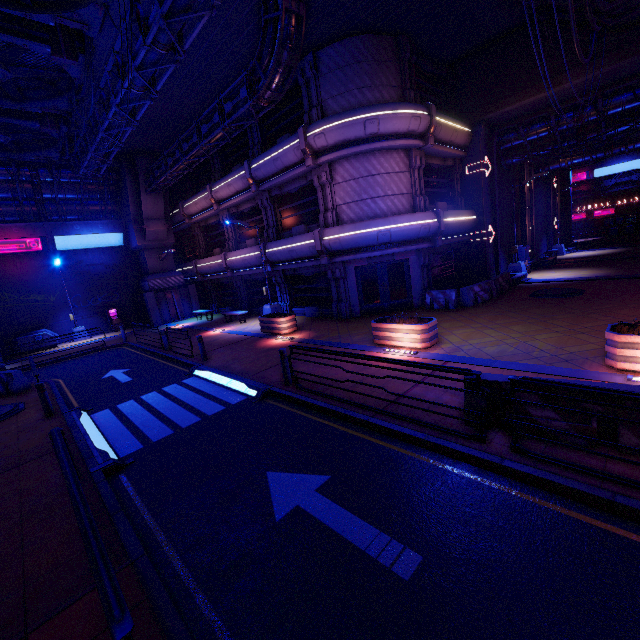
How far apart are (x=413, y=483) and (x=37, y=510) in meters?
6.3

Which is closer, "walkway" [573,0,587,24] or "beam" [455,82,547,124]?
"walkway" [573,0,587,24]

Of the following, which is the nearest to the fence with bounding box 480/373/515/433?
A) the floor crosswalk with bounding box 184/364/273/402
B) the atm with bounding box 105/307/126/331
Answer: the floor crosswalk with bounding box 184/364/273/402

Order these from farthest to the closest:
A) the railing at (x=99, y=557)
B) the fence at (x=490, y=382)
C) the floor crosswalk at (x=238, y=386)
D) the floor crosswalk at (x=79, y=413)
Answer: the floor crosswalk at (x=238, y=386) → the floor crosswalk at (x=79, y=413) → the fence at (x=490, y=382) → the railing at (x=99, y=557)

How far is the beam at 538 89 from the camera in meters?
15.3

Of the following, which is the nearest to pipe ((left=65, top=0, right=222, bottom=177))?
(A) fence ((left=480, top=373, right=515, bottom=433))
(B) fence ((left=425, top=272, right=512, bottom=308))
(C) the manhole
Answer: (A) fence ((left=480, top=373, right=515, bottom=433))

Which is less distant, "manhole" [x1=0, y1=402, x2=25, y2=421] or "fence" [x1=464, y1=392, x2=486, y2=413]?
"fence" [x1=464, y1=392, x2=486, y2=413]

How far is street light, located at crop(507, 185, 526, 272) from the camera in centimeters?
2022cm
